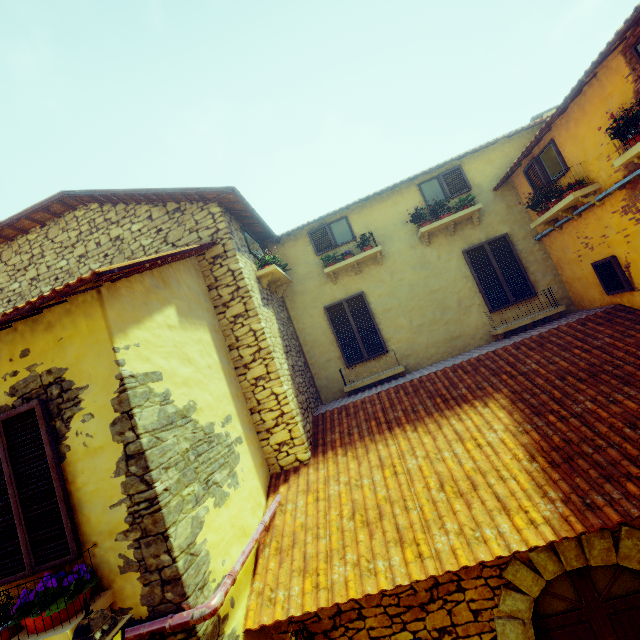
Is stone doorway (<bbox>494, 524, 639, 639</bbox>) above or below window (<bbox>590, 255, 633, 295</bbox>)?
below

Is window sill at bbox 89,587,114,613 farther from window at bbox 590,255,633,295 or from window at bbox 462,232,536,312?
window at bbox 462,232,536,312

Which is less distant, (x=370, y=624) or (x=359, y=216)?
(x=370, y=624)

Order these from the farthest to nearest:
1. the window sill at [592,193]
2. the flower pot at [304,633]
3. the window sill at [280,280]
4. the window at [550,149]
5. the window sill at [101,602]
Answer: the window sill at [280,280] → the window at [550,149] → the window sill at [592,193] → the flower pot at [304,633] → the window sill at [101,602]

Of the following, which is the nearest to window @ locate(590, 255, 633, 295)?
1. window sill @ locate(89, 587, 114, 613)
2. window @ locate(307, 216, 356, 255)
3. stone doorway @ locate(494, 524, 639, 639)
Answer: window sill @ locate(89, 587, 114, 613)

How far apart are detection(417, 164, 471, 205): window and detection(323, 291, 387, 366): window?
2.73m

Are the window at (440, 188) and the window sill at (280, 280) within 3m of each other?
no

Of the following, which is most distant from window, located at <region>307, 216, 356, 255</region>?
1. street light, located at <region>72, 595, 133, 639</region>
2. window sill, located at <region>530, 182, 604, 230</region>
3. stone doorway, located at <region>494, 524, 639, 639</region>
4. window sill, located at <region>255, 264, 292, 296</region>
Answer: street light, located at <region>72, 595, 133, 639</region>
